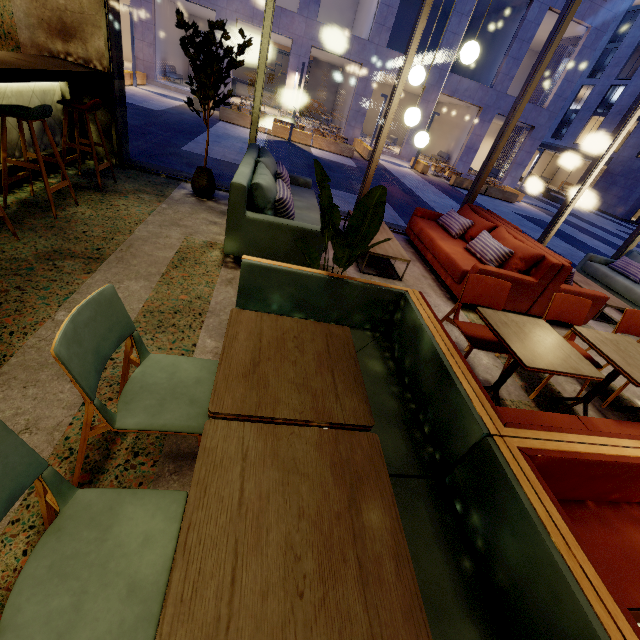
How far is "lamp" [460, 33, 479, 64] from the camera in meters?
3.4 m

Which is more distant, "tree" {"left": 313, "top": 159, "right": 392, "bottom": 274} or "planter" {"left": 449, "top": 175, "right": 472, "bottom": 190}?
"planter" {"left": 449, "top": 175, "right": 472, "bottom": 190}

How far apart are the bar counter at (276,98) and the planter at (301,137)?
11.7 meters

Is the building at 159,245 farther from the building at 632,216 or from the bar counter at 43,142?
the building at 632,216

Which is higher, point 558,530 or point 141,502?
point 558,530

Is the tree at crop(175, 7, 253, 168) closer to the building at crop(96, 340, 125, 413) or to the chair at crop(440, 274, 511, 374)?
the building at crop(96, 340, 125, 413)

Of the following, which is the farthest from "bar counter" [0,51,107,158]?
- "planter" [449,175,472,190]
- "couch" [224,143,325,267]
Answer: "planter" [449,175,472,190]

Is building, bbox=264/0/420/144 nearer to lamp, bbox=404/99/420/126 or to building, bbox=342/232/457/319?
building, bbox=342/232/457/319
